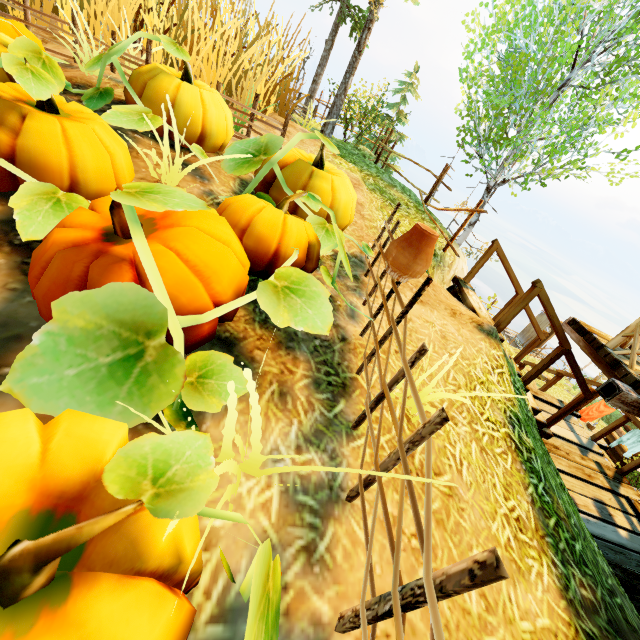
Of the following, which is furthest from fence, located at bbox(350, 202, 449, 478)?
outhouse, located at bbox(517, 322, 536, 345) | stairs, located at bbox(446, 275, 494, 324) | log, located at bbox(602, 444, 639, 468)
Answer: outhouse, located at bbox(517, 322, 536, 345)

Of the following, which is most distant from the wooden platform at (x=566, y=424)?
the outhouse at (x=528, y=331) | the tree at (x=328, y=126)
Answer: the outhouse at (x=528, y=331)

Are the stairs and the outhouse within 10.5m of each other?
no

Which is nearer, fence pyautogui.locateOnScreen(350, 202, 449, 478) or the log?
fence pyautogui.locateOnScreen(350, 202, 449, 478)

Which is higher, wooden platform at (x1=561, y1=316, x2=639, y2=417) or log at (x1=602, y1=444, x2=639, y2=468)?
wooden platform at (x1=561, y1=316, x2=639, y2=417)

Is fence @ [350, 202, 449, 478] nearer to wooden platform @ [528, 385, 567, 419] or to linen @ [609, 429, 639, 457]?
wooden platform @ [528, 385, 567, 419]

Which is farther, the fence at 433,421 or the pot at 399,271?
the pot at 399,271

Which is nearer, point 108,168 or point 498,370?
point 108,168
